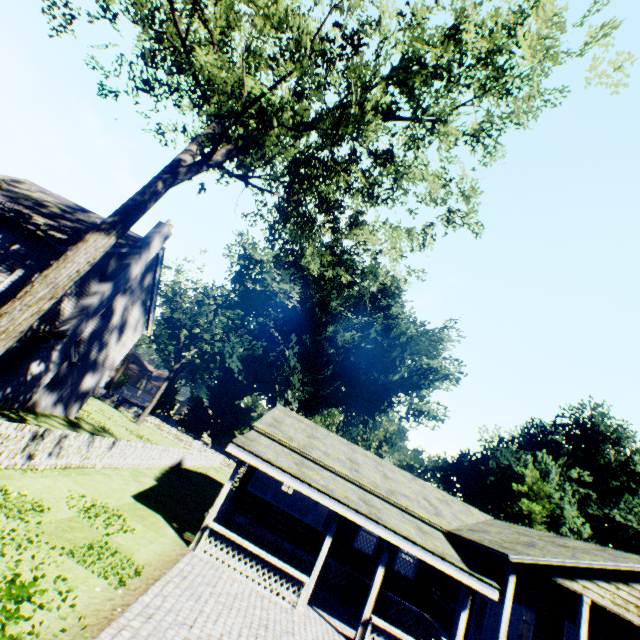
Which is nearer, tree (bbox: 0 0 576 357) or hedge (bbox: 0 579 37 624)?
hedge (bbox: 0 579 37 624)

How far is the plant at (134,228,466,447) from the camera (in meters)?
39.59

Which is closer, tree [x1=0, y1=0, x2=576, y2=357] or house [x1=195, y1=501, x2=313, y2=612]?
tree [x1=0, y1=0, x2=576, y2=357]

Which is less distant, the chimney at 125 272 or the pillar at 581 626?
the pillar at 581 626

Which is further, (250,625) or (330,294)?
(330,294)

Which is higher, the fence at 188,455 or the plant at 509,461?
the plant at 509,461

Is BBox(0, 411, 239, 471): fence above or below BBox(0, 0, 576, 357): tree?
below

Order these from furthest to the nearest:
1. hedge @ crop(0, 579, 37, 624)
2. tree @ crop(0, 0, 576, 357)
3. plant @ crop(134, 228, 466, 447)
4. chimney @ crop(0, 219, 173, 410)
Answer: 1. plant @ crop(134, 228, 466, 447)
2. chimney @ crop(0, 219, 173, 410)
3. tree @ crop(0, 0, 576, 357)
4. hedge @ crop(0, 579, 37, 624)
